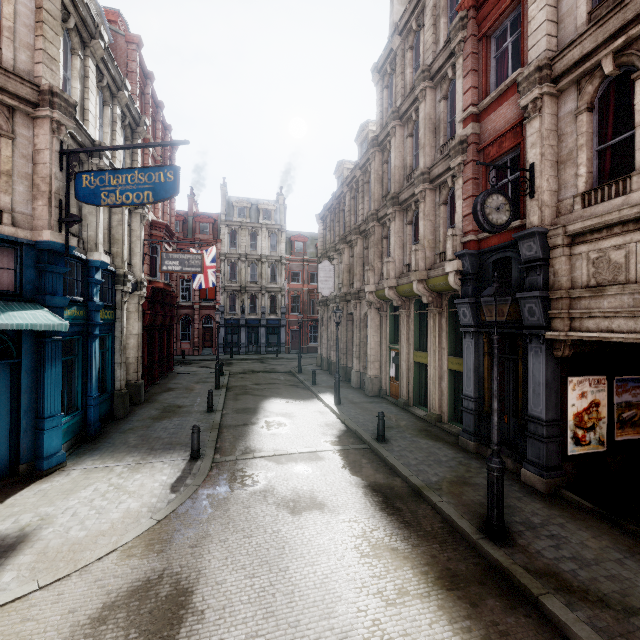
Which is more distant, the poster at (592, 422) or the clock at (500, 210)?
the poster at (592, 422)

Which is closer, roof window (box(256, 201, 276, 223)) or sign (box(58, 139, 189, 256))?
sign (box(58, 139, 189, 256))

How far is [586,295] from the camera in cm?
694

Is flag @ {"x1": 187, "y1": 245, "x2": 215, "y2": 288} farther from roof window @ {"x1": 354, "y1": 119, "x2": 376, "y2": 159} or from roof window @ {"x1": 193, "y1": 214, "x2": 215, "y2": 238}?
roof window @ {"x1": 193, "y1": 214, "x2": 215, "y2": 238}

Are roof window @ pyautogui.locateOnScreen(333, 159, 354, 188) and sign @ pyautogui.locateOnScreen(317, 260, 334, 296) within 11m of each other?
yes

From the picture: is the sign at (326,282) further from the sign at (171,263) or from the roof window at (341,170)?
the sign at (171,263)

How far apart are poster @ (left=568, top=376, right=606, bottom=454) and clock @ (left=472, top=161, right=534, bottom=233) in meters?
4.0 m

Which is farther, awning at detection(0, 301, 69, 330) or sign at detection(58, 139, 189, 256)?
sign at detection(58, 139, 189, 256)
